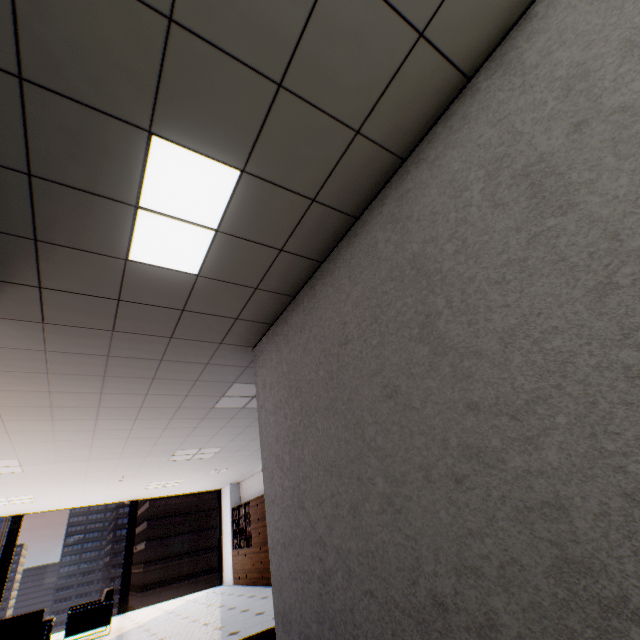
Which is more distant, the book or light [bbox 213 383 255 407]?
the book

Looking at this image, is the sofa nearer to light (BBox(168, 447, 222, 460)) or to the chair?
the chair

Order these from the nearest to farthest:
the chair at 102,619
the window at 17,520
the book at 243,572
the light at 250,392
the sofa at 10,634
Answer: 1. the light at 250,392
2. the sofa at 10,634
3. the chair at 102,619
4. the window at 17,520
5. the book at 243,572

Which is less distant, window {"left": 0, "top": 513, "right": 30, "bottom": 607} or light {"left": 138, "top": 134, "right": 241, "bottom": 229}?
light {"left": 138, "top": 134, "right": 241, "bottom": 229}

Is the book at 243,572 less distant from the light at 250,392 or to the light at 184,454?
the light at 184,454

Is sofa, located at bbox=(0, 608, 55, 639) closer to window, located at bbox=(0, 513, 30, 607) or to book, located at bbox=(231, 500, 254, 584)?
window, located at bbox=(0, 513, 30, 607)

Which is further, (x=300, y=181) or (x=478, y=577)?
(x=300, y=181)

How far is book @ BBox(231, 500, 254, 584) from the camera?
9.7 meters
